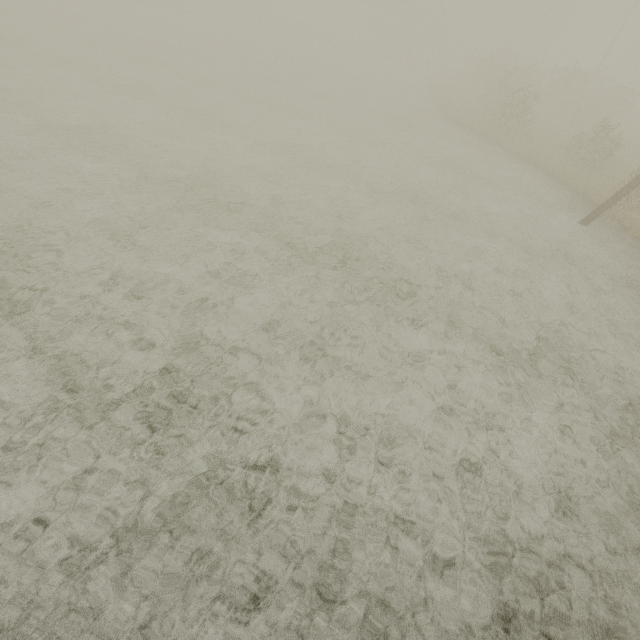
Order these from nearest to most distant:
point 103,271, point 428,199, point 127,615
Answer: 1. point 127,615
2. point 103,271
3. point 428,199
